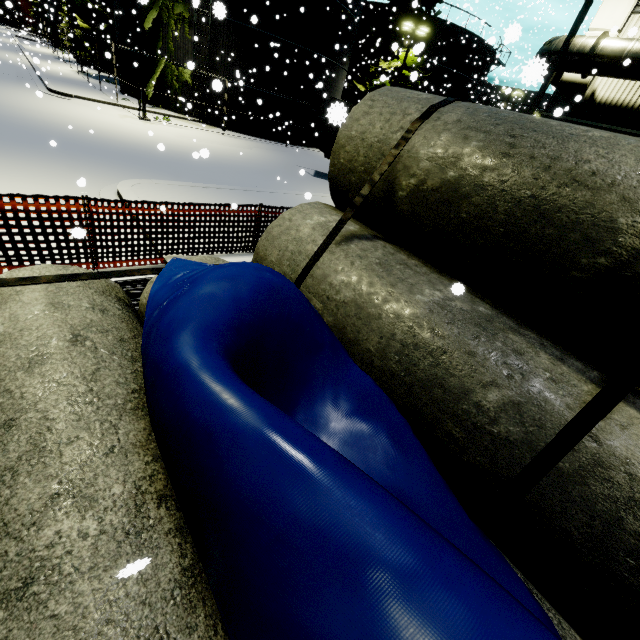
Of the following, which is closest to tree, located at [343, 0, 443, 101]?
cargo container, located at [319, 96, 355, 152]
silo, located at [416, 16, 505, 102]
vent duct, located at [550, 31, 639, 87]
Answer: cargo container, located at [319, 96, 355, 152]

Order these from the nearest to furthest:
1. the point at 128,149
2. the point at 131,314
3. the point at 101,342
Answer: the point at 101,342 < the point at 131,314 < the point at 128,149

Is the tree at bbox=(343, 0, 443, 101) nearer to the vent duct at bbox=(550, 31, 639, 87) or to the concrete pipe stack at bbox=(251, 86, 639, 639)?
the concrete pipe stack at bbox=(251, 86, 639, 639)

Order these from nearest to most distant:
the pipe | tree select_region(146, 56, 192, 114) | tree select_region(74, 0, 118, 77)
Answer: the pipe → tree select_region(146, 56, 192, 114) → tree select_region(74, 0, 118, 77)

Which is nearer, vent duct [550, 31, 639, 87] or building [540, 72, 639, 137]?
vent duct [550, 31, 639, 87]

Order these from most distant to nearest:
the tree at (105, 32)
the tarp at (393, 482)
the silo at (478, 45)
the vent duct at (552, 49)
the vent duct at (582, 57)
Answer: the silo at (478, 45)
the tree at (105, 32)
the vent duct at (582, 57)
the vent duct at (552, 49)
the tarp at (393, 482)

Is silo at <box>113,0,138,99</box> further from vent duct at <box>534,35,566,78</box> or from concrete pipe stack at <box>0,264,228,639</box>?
vent duct at <box>534,35,566,78</box>

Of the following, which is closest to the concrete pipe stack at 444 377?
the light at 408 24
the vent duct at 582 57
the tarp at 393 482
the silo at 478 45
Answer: the tarp at 393 482
